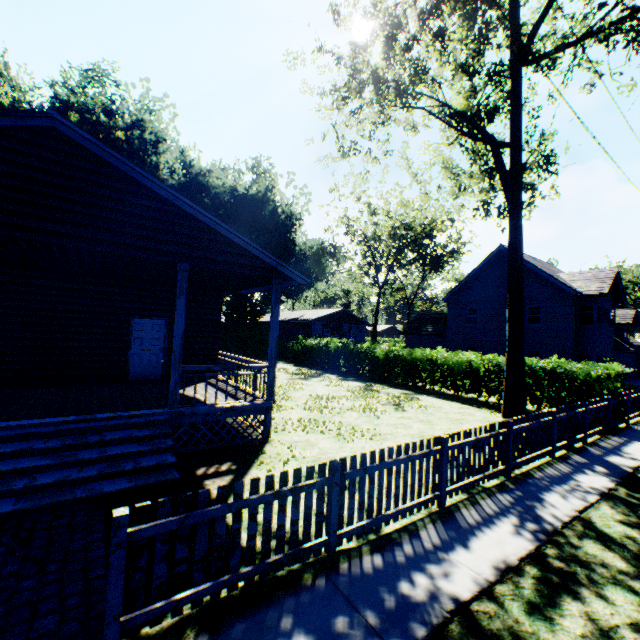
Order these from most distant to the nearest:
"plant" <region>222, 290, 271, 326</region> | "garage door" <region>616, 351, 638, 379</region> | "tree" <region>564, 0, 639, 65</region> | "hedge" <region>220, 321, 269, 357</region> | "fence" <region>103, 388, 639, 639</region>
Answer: "plant" <region>222, 290, 271, 326</region>, "hedge" <region>220, 321, 269, 357</region>, "garage door" <region>616, 351, 638, 379</region>, "tree" <region>564, 0, 639, 65</region>, "fence" <region>103, 388, 639, 639</region>

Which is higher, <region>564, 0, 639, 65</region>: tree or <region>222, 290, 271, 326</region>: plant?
<region>564, 0, 639, 65</region>: tree

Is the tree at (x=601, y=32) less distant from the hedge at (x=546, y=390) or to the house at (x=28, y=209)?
the hedge at (x=546, y=390)

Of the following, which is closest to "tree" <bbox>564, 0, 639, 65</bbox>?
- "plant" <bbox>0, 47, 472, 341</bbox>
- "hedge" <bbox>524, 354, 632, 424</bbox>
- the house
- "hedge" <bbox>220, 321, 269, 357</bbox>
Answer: "hedge" <bbox>524, 354, 632, 424</bbox>

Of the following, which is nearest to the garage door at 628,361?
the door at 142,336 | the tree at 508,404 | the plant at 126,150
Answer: the tree at 508,404

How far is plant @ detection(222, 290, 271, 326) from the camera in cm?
3391

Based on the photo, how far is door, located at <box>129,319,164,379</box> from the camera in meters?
11.3 m

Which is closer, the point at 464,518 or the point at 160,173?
the point at 464,518
